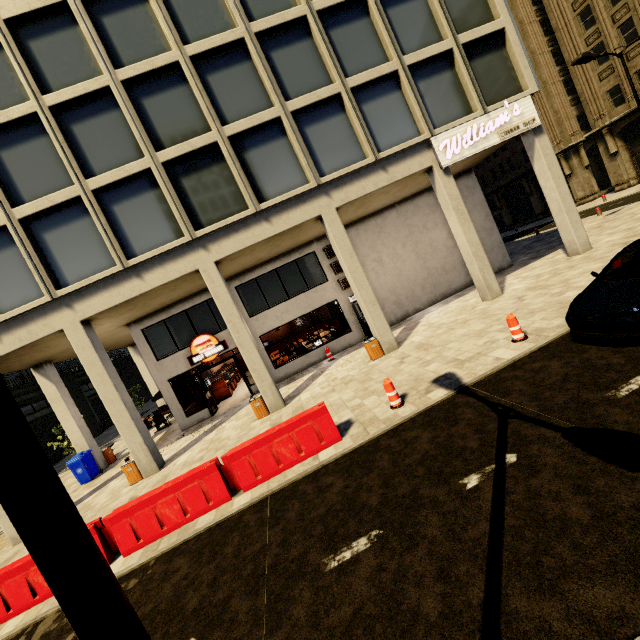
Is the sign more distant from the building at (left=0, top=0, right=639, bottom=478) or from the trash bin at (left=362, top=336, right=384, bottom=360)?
the trash bin at (left=362, top=336, right=384, bottom=360)

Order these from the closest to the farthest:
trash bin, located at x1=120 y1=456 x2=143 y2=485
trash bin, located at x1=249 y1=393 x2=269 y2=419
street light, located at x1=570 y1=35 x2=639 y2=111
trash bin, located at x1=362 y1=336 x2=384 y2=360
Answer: trash bin, located at x1=120 y1=456 x2=143 y2=485 → trash bin, located at x1=249 y1=393 x2=269 y2=419 → trash bin, located at x1=362 y1=336 x2=384 y2=360 → street light, located at x1=570 y1=35 x2=639 y2=111

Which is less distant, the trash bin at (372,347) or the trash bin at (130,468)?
the trash bin at (130,468)

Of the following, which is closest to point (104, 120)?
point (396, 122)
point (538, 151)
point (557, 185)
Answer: point (396, 122)

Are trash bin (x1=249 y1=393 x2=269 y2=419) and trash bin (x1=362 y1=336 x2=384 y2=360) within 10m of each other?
yes

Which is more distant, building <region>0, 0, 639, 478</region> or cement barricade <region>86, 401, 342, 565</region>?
building <region>0, 0, 639, 478</region>

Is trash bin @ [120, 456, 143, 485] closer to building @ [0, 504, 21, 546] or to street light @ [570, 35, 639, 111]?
building @ [0, 504, 21, 546]

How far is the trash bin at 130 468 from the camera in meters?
11.5 m
